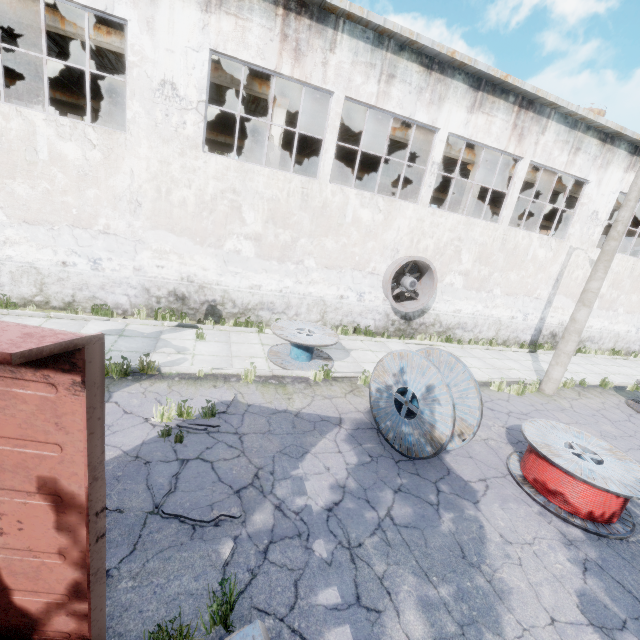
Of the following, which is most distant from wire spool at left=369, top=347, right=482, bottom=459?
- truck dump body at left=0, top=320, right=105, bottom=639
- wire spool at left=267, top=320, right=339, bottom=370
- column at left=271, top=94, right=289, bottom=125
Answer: column at left=271, top=94, right=289, bottom=125

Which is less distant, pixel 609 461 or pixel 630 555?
pixel 630 555

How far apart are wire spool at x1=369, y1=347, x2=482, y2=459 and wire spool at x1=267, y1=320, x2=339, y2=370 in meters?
2.3 m

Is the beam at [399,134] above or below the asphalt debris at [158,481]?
above

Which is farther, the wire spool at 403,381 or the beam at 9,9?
the beam at 9,9

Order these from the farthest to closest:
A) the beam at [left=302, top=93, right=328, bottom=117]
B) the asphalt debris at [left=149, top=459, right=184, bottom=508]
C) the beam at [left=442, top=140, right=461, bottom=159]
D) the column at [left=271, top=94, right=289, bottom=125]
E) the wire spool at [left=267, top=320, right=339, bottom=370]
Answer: the beam at [left=442, top=140, right=461, bottom=159] < the beam at [left=302, top=93, right=328, bottom=117] < the column at [left=271, top=94, right=289, bottom=125] < the wire spool at [left=267, top=320, right=339, bottom=370] < the asphalt debris at [left=149, top=459, right=184, bottom=508]

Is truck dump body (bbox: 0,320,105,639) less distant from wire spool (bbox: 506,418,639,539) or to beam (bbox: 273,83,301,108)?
wire spool (bbox: 506,418,639,539)

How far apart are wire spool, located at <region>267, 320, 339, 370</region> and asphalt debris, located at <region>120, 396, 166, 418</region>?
2.0 meters
